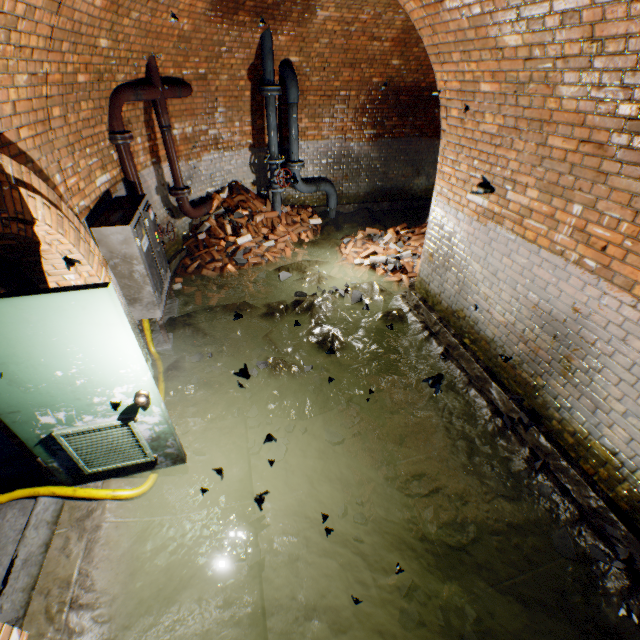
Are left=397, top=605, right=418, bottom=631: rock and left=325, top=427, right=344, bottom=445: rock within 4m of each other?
yes

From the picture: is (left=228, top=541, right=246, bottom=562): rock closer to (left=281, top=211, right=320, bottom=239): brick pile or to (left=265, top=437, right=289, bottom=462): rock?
(left=265, top=437, right=289, bottom=462): rock

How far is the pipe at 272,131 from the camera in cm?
651

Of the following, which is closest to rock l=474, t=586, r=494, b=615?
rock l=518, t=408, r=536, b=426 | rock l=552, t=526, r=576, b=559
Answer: rock l=552, t=526, r=576, b=559

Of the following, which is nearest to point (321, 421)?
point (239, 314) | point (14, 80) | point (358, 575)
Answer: point (358, 575)

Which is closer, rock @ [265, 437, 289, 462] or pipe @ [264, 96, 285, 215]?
rock @ [265, 437, 289, 462]

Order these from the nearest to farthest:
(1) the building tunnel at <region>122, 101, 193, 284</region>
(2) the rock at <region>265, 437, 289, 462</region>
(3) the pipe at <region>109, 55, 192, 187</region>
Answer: (2) the rock at <region>265, 437, 289, 462</region> → (3) the pipe at <region>109, 55, 192, 187</region> → (1) the building tunnel at <region>122, 101, 193, 284</region>

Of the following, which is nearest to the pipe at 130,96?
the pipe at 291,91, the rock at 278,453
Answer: the pipe at 291,91
